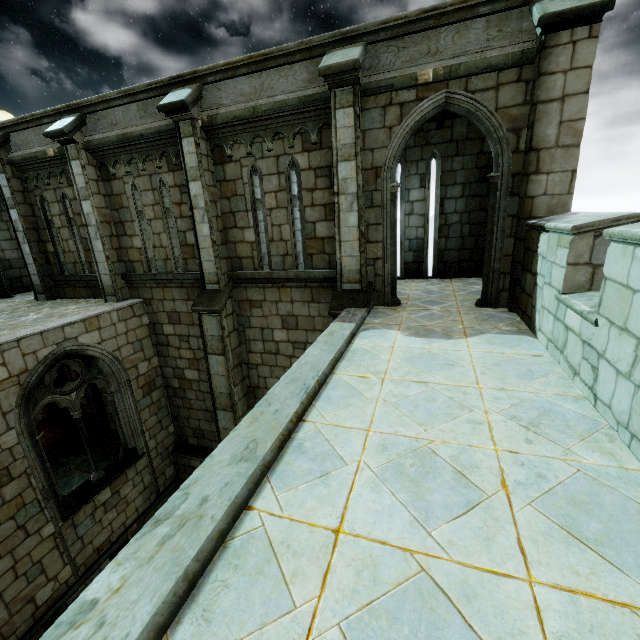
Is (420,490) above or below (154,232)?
below
